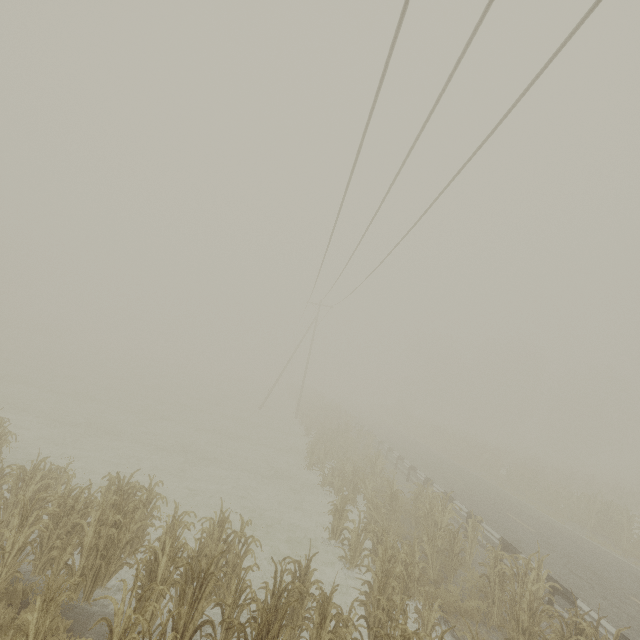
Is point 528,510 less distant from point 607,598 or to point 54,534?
point 607,598

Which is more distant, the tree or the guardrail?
the guardrail

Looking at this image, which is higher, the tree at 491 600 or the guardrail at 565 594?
the guardrail at 565 594

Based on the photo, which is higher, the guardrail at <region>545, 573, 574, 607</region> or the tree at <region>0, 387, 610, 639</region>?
the guardrail at <region>545, 573, 574, 607</region>

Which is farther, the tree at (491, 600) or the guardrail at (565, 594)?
the guardrail at (565, 594)

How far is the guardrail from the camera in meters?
8.4 m
